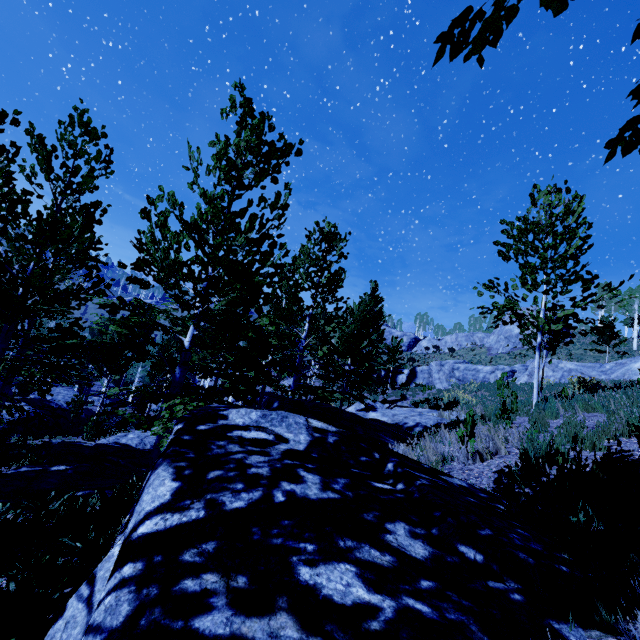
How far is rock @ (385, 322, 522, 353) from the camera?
38.2m

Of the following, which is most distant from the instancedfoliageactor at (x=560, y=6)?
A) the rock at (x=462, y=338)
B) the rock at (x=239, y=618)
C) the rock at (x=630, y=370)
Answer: the rock at (x=462, y=338)

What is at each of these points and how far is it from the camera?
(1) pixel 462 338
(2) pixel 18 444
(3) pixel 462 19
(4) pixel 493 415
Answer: (1) rock, 46.9m
(2) instancedfoliageactor, 16.9m
(3) instancedfoliageactor, 1.1m
(4) instancedfoliageactor, 7.4m

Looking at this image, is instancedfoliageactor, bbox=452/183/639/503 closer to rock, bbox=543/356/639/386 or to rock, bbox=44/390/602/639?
rock, bbox=44/390/602/639

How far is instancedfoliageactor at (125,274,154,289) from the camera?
6.16m

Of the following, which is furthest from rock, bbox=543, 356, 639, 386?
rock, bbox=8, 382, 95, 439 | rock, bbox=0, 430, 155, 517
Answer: rock, bbox=8, 382, 95, 439

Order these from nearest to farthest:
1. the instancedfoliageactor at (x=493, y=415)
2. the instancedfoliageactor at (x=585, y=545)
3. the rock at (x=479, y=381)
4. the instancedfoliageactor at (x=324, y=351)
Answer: the instancedfoliageactor at (x=585, y=545) → the instancedfoliageactor at (x=493, y=415) → the instancedfoliageactor at (x=324, y=351) → the rock at (x=479, y=381)

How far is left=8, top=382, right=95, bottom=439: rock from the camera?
19.61m
